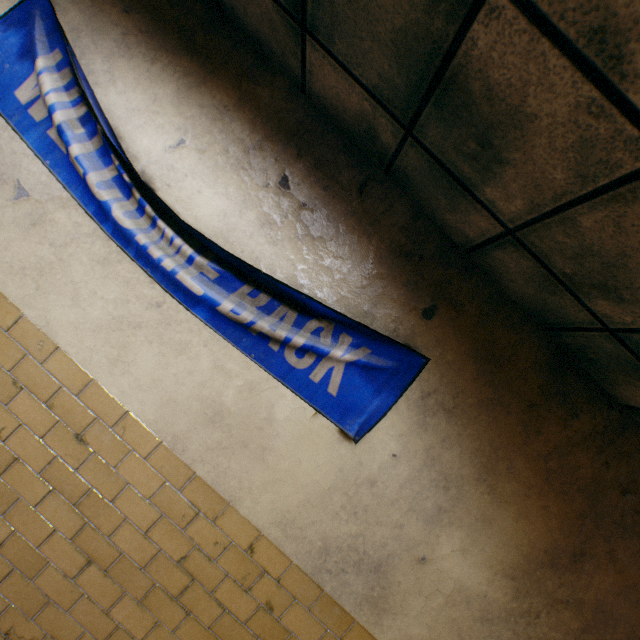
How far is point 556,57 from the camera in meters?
0.9
